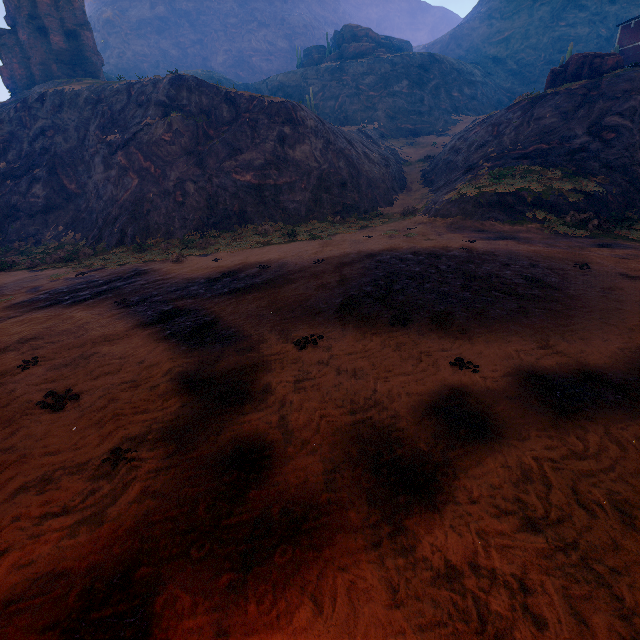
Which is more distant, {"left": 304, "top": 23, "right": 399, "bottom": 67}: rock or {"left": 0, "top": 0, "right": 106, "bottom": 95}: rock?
{"left": 304, "top": 23, "right": 399, "bottom": 67}: rock

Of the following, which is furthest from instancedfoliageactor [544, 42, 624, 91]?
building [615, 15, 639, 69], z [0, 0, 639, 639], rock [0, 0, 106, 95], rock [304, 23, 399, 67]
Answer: rock [0, 0, 106, 95]

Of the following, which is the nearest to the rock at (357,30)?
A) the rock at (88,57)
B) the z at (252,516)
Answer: the z at (252,516)

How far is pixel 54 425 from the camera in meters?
6.0

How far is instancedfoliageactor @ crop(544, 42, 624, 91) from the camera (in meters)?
23.50

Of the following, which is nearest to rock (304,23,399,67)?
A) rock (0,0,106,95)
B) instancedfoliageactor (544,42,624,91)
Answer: instancedfoliageactor (544,42,624,91)

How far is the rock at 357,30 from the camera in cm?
5422

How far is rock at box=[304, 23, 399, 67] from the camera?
54.2m
